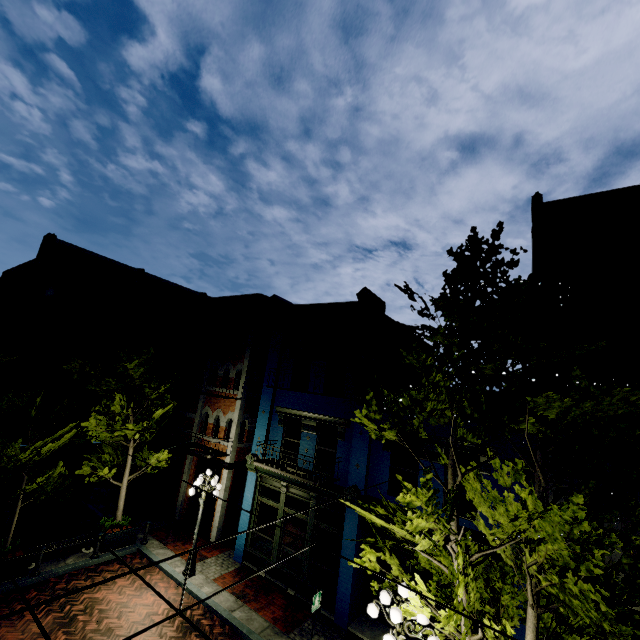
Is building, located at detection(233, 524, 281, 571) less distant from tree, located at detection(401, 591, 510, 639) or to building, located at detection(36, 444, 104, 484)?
tree, located at detection(401, 591, 510, 639)

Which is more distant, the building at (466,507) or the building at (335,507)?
the building at (335,507)

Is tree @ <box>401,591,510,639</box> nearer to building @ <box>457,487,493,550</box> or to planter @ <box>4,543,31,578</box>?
building @ <box>457,487,493,550</box>

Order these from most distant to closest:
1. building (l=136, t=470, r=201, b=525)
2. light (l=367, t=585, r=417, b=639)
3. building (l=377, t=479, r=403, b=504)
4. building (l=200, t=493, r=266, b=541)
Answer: building (l=136, t=470, r=201, b=525) → building (l=200, t=493, r=266, b=541) → building (l=377, t=479, r=403, b=504) → light (l=367, t=585, r=417, b=639)

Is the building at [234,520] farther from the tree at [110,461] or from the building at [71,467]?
the building at [71,467]

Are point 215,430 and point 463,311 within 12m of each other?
no

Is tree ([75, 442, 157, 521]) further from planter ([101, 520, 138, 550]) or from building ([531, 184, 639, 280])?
planter ([101, 520, 138, 550])
